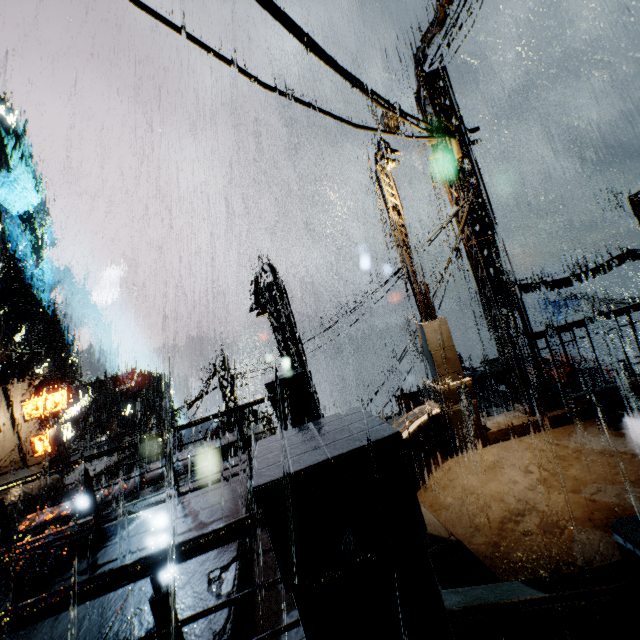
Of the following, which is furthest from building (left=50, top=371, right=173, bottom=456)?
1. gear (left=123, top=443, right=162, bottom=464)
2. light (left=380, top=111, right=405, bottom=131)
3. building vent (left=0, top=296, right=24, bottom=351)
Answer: gear (left=123, top=443, right=162, bottom=464)

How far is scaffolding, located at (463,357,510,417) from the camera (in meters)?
10.70

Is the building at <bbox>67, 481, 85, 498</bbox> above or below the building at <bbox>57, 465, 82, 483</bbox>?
below

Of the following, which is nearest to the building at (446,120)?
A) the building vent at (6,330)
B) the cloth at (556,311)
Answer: the building vent at (6,330)

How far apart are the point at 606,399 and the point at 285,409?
7.8 meters

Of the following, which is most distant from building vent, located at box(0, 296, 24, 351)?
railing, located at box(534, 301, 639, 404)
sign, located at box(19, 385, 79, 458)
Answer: railing, located at box(534, 301, 639, 404)

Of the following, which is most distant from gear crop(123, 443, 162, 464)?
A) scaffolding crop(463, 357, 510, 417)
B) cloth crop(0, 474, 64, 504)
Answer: scaffolding crop(463, 357, 510, 417)

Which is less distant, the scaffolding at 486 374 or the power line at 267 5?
the power line at 267 5
